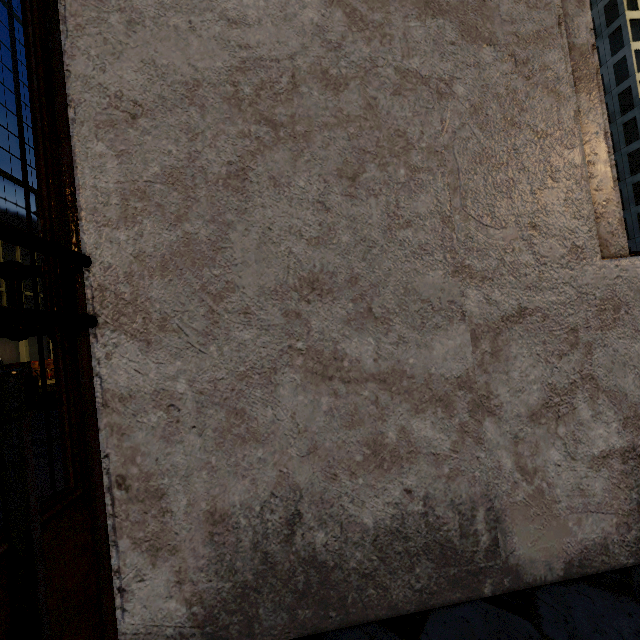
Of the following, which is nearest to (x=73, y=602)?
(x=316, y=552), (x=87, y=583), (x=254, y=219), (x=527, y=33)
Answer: (x=87, y=583)
